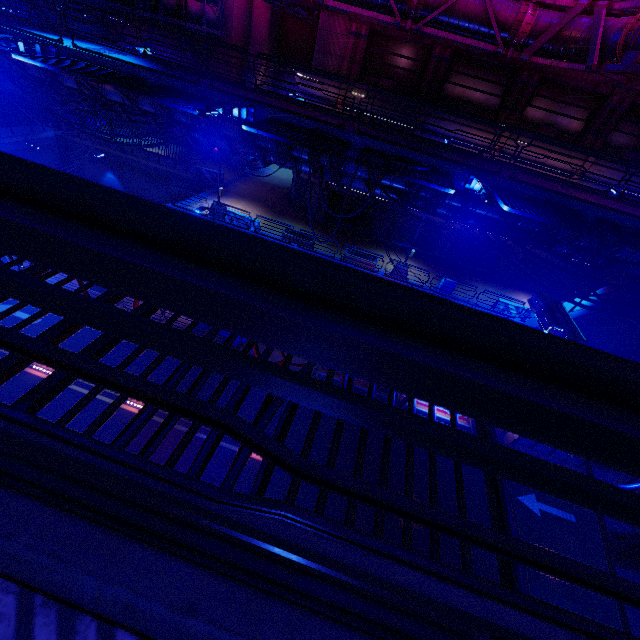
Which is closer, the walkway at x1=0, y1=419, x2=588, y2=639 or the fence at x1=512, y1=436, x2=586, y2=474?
the walkway at x1=0, y1=419, x2=588, y2=639

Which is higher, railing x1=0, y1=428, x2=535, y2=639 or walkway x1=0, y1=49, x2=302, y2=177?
railing x1=0, y1=428, x2=535, y2=639

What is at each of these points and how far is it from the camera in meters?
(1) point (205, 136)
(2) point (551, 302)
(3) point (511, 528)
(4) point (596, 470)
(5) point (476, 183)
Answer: (1) walkway, 13.9
(2) street light, 3.6
(3) cable, 1.8
(4) street light, 2.3
(5) street light, 9.4

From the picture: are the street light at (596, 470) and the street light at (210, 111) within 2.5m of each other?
no

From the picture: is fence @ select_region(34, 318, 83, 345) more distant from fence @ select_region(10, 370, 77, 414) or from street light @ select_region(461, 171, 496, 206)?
street light @ select_region(461, 171, 496, 206)

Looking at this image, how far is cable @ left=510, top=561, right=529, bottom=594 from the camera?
1.58m

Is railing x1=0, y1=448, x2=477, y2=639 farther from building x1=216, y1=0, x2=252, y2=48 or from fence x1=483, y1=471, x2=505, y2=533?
building x1=216, y1=0, x2=252, y2=48

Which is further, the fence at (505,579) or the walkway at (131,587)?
the fence at (505,579)
